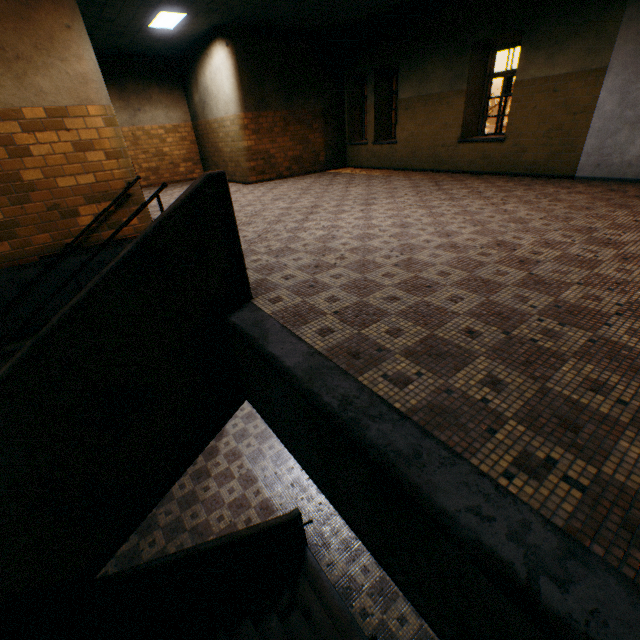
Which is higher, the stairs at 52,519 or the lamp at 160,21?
the lamp at 160,21

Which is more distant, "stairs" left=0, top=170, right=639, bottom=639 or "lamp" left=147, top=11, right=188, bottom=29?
"lamp" left=147, top=11, right=188, bottom=29

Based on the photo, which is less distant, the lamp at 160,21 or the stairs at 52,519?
the stairs at 52,519

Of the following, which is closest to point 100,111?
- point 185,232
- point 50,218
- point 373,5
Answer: point 50,218

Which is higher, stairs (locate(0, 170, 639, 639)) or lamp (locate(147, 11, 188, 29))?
lamp (locate(147, 11, 188, 29))

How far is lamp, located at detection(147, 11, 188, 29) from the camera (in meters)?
7.48
